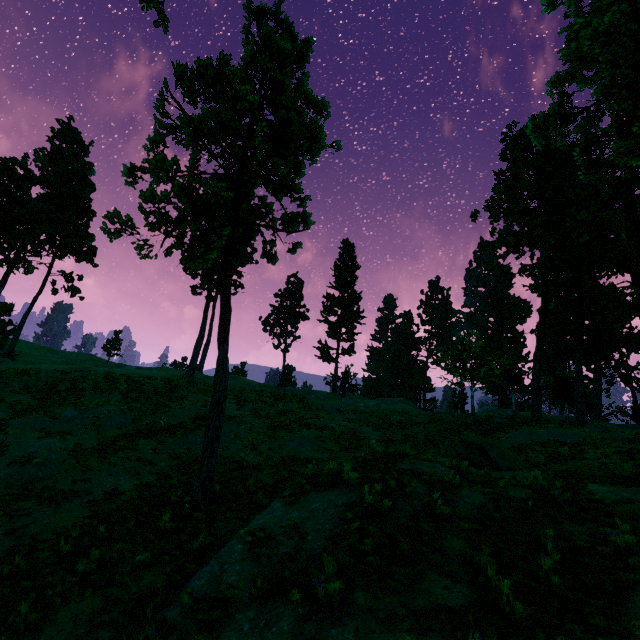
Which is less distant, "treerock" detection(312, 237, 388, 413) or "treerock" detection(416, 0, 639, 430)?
"treerock" detection(416, 0, 639, 430)

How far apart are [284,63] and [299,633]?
20.5m

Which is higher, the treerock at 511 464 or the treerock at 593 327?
the treerock at 593 327

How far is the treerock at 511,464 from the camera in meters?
13.7

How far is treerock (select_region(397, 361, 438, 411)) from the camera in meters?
50.8

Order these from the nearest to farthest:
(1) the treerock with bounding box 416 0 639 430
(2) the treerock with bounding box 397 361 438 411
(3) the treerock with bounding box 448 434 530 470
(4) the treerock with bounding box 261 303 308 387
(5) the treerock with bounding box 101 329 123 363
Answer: (1) the treerock with bounding box 416 0 639 430, (3) the treerock with bounding box 448 434 530 470, (4) the treerock with bounding box 261 303 308 387, (2) the treerock with bounding box 397 361 438 411, (5) the treerock with bounding box 101 329 123 363
